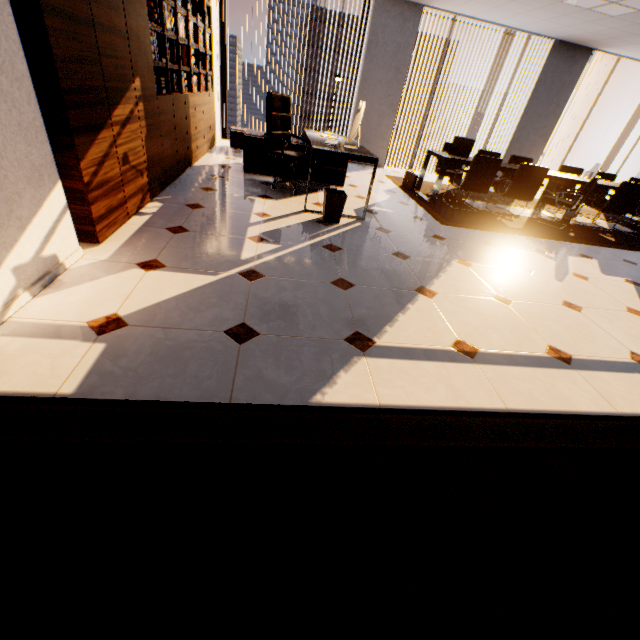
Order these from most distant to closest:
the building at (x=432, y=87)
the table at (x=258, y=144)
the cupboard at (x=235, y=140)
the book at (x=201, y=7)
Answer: the building at (x=432, y=87)
the cupboard at (x=235, y=140)
the table at (x=258, y=144)
the book at (x=201, y=7)

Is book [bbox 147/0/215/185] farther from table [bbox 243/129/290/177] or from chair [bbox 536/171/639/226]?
chair [bbox 536/171/639/226]

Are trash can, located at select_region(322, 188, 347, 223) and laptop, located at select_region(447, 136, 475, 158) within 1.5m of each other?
no

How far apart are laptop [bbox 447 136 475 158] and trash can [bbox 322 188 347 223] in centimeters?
290cm

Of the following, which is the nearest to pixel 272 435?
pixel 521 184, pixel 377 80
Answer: pixel 521 184

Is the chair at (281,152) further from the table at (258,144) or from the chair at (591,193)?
the chair at (591,193)

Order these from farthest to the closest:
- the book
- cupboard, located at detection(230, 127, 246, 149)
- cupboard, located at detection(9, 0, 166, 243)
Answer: cupboard, located at detection(230, 127, 246, 149) → the book → cupboard, located at detection(9, 0, 166, 243)

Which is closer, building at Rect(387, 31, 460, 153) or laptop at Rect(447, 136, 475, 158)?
laptop at Rect(447, 136, 475, 158)
